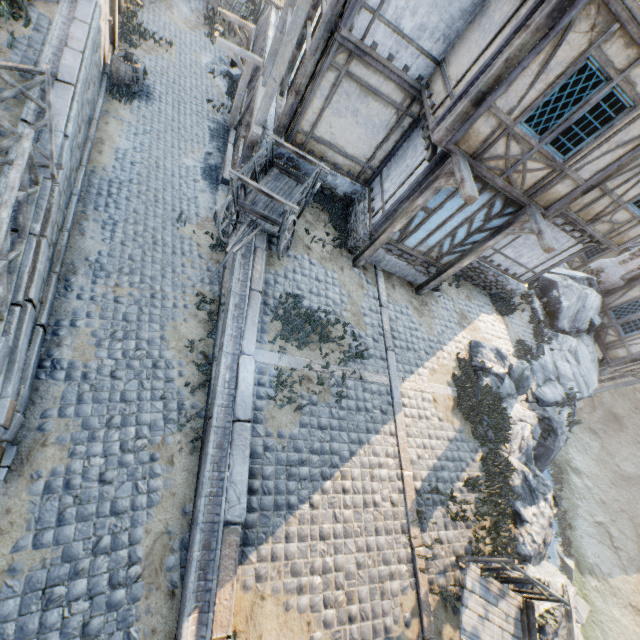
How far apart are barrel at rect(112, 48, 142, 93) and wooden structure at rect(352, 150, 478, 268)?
11.6 meters

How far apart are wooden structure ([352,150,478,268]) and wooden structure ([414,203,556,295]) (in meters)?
2.27

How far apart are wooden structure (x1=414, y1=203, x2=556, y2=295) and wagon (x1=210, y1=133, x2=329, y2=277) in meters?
4.4 m

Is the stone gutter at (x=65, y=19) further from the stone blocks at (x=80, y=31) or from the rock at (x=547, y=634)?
the rock at (x=547, y=634)

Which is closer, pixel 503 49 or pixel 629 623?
pixel 503 49

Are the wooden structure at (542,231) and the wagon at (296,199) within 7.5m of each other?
yes

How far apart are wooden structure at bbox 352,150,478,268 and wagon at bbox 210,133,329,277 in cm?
197

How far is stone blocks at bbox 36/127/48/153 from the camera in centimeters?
660cm
